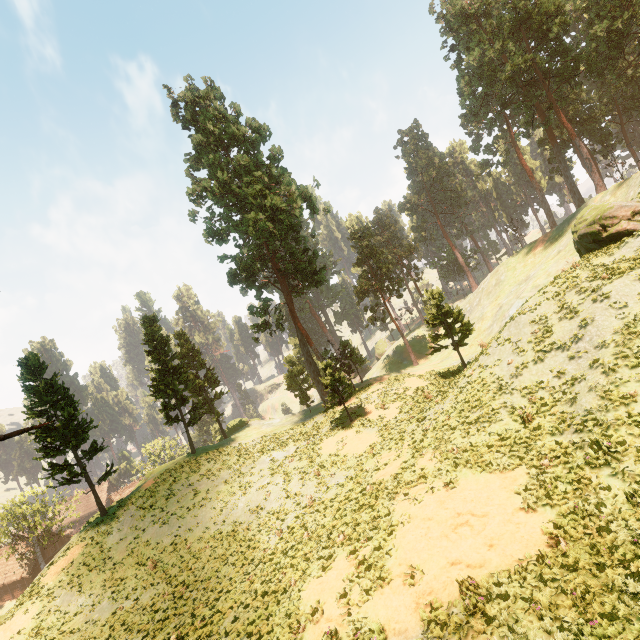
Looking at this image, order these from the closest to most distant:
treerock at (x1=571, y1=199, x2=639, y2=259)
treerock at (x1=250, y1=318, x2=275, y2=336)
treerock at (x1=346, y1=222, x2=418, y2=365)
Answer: treerock at (x1=571, y1=199, x2=639, y2=259), treerock at (x1=250, y1=318, x2=275, y2=336), treerock at (x1=346, y1=222, x2=418, y2=365)

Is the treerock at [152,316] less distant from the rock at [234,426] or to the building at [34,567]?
the building at [34,567]

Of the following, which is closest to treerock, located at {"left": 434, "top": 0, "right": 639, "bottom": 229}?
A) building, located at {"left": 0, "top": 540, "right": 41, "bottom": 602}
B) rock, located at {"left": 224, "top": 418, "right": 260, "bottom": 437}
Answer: building, located at {"left": 0, "top": 540, "right": 41, "bottom": 602}

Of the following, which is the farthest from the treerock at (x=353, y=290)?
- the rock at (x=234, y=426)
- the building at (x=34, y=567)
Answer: the rock at (x=234, y=426)

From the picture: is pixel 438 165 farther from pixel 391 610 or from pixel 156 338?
pixel 391 610

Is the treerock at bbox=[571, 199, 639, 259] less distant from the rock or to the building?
the building
